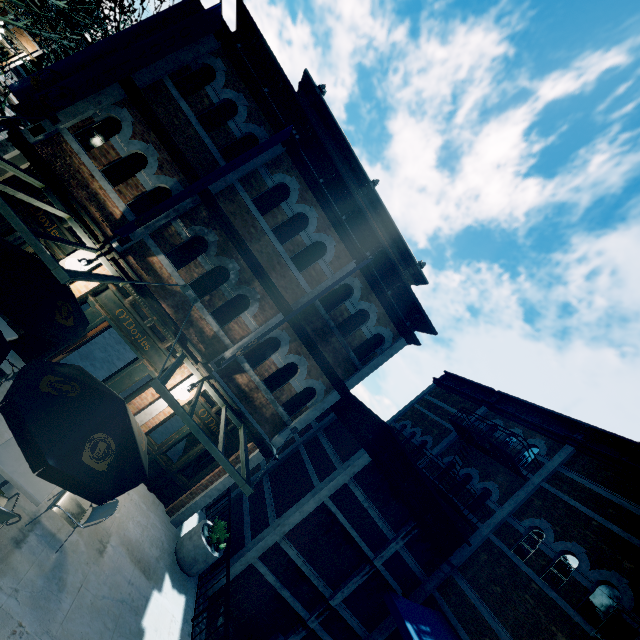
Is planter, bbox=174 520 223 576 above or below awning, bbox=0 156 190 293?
below

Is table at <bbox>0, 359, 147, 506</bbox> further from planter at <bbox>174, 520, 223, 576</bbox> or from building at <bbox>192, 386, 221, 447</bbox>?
planter at <bbox>174, 520, 223, 576</bbox>

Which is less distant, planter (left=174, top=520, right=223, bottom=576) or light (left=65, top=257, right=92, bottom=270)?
light (left=65, top=257, right=92, bottom=270)

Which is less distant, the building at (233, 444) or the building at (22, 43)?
the building at (233, 444)

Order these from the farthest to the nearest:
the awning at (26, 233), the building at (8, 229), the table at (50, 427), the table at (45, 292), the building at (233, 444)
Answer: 1. the building at (233, 444)
2. the building at (8, 229)
3. the table at (45, 292)
4. the awning at (26, 233)
5. the table at (50, 427)

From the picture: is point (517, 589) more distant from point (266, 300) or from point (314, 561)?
point (266, 300)

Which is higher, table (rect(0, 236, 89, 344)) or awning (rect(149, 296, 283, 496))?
awning (rect(149, 296, 283, 496))

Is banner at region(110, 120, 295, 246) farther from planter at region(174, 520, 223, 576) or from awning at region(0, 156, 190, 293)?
planter at region(174, 520, 223, 576)
